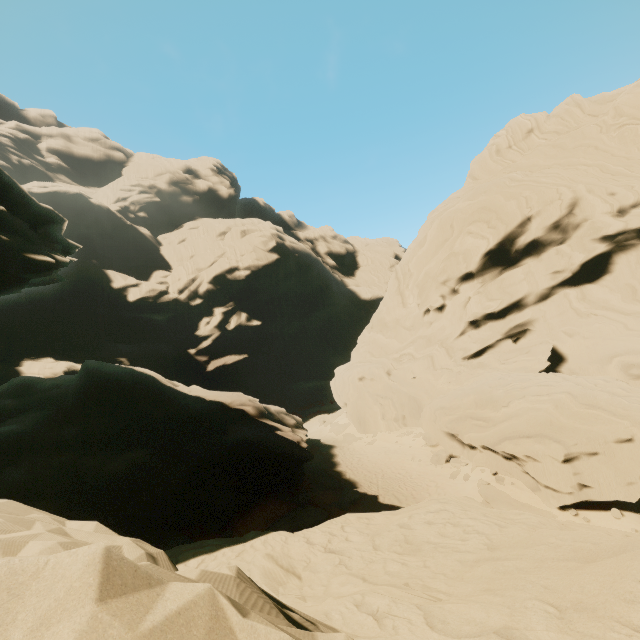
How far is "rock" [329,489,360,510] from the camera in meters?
18.0

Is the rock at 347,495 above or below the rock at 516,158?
below

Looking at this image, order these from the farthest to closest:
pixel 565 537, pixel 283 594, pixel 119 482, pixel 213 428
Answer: pixel 213 428 < pixel 119 482 < pixel 283 594 < pixel 565 537

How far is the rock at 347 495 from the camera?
18.03m

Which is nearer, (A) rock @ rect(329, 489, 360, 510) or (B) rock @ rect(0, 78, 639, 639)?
(B) rock @ rect(0, 78, 639, 639)

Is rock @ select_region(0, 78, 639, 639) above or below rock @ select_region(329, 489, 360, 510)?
above
